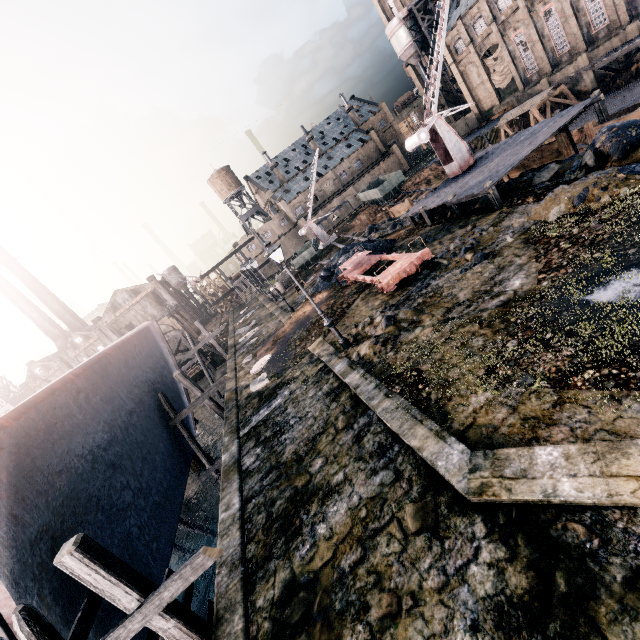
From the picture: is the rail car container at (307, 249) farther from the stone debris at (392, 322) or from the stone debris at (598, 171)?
the stone debris at (392, 322)

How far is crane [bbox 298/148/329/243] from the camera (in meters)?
48.38

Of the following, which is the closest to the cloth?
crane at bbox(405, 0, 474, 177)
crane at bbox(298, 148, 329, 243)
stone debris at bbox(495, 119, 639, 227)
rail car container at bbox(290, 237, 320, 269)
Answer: crane at bbox(298, 148, 329, 243)

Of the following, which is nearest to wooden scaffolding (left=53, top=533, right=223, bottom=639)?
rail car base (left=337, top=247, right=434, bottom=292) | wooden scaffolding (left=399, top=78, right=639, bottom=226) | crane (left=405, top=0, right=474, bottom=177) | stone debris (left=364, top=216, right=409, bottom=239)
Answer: rail car base (left=337, top=247, right=434, bottom=292)

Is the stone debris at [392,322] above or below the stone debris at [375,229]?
above

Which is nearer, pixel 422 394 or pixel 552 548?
pixel 552 548

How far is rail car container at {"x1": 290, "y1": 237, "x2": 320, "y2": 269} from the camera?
41.2 meters

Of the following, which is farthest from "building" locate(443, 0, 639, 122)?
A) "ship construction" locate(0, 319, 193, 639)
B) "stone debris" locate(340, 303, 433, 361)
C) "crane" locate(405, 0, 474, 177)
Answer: "ship construction" locate(0, 319, 193, 639)
